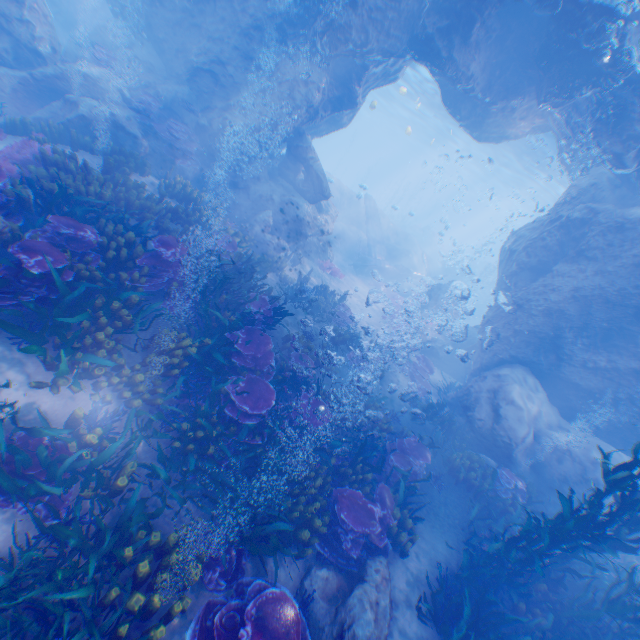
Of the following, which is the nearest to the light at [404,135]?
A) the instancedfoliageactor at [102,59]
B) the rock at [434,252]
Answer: the instancedfoliageactor at [102,59]

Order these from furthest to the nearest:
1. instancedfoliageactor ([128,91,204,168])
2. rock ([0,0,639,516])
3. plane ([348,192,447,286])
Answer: plane ([348,192,447,286])
instancedfoliageactor ([128,91,204,168])
rock ([0,0,639,516])

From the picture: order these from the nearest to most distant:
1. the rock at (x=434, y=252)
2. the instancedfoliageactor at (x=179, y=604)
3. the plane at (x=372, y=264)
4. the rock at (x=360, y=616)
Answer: the instancedfoliageactor at (x=179, y=604) < the rock at (x=360, y=616) < the plane at (x=372, y=264) < the rock at (x=434, y=252)

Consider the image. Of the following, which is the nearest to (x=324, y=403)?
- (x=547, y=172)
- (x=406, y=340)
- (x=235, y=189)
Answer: (x=406, y=340)

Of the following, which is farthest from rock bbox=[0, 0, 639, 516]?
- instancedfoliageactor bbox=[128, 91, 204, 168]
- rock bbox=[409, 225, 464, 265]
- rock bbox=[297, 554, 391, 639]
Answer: rock bbox=[409, 225, 464, 265]

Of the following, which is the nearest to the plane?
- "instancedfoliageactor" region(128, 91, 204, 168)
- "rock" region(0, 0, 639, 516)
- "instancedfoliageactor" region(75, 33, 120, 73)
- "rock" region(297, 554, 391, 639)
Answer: "rock" region(0, 0, 639, 516)

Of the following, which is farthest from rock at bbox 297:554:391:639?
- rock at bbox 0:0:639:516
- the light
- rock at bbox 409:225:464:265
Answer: rock at bbox 409:225:464:265

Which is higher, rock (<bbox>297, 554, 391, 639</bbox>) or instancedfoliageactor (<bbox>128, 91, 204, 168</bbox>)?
instancedfoliageactor (<bbox>128, 91, 204, 168</bbox>)
